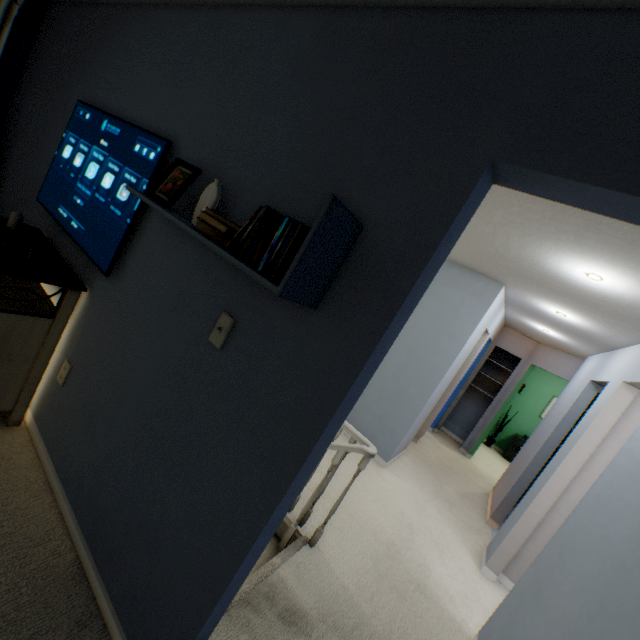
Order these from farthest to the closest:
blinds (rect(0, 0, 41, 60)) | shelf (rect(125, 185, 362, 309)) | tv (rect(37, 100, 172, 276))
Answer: blinds (rect(0, 0, 41, 60)), tv (rect(37, 100, 172, 276)), shelf (rect(125, 185, 362, 309))

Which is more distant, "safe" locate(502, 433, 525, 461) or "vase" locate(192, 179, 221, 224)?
"safe" locate(502, 433, 525, 461)

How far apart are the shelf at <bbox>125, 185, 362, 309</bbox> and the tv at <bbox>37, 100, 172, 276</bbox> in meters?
0.1 m

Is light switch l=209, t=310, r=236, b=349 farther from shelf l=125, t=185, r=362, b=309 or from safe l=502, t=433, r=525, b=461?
safe l=502, t=433, r=525, b=461

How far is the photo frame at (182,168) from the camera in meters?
1.3

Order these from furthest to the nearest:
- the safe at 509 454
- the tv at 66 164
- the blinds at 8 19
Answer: the safe at 509 454 → the blinds at 8 19 → the tv at 66 164

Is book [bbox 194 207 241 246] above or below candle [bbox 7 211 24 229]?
above

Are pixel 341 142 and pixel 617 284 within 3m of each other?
yes
